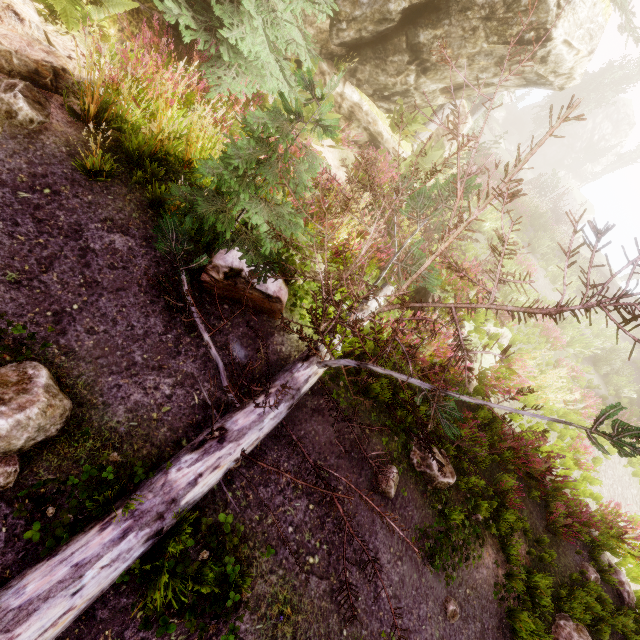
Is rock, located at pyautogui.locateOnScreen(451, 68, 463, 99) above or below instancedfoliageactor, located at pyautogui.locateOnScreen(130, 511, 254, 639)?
above

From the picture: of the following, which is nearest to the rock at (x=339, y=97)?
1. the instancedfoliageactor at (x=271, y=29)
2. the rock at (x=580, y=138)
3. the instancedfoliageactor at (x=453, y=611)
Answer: the instancedfoliageactor at (x=271, y=29)

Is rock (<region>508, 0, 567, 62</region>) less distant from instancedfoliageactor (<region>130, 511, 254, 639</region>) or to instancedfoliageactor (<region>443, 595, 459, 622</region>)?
instancedfoliageactor (<region>130, 511, 254, 639</region>)

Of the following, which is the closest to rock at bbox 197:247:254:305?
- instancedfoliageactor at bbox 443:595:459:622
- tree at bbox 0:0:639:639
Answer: tree at bbox 0:0:639:639

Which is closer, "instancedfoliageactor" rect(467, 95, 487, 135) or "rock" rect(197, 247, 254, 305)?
"rock" rect(197, 247, 254, 305)

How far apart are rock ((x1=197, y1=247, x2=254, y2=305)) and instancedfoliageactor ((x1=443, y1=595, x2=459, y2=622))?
5.0m

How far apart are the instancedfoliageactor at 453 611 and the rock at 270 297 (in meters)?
5.00

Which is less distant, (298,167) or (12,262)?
(12,262)
